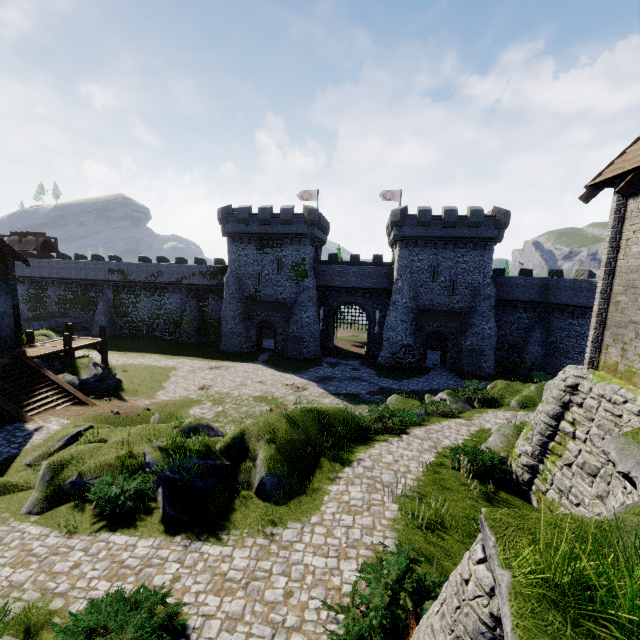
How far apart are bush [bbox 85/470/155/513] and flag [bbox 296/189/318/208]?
38.4m

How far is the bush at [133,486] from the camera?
9.79m

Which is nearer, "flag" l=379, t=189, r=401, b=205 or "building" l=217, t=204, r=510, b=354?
"building" l=217, t=204, r=510, b=354

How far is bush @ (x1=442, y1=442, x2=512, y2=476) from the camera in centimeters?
1123cm

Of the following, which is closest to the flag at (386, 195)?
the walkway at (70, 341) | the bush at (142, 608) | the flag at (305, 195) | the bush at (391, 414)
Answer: the flag at (305, 195)

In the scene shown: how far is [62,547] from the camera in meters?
8.7

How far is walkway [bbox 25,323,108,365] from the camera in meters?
22.1 m

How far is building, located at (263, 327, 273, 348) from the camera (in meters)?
43.28
